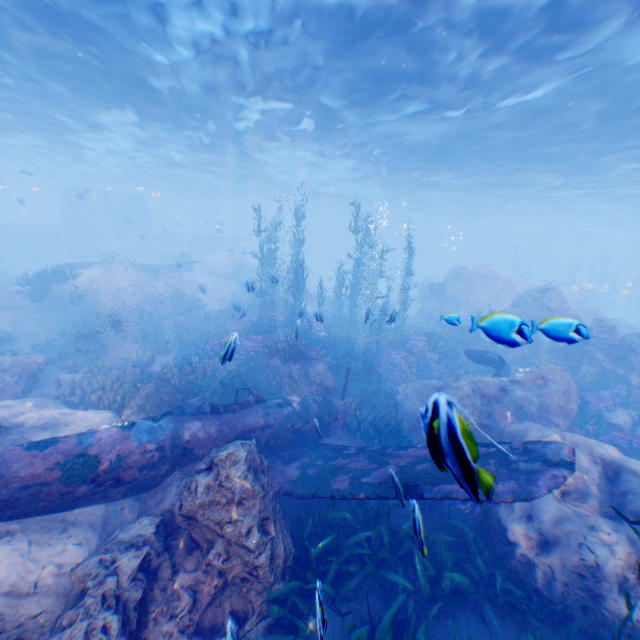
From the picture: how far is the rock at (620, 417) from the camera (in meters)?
11.24

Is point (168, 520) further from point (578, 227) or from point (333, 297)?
point (578, 227)

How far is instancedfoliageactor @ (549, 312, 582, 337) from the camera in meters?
3.8 m

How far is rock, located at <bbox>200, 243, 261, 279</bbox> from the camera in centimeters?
3622cm

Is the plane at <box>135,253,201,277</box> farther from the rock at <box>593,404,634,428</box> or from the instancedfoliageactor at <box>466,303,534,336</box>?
the rock at <box>593,404,634,428</box>

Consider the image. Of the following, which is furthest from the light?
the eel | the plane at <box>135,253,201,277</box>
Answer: the eel

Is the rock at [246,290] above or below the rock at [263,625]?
above
